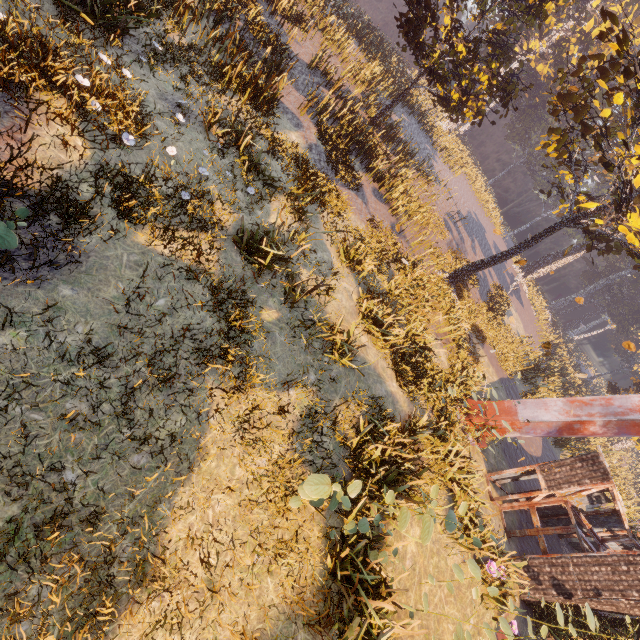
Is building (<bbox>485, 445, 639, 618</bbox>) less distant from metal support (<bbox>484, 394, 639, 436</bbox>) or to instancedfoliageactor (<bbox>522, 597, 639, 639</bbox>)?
instancedfoliageactor (<bbox>522, 597, 639, 639</bbox>)

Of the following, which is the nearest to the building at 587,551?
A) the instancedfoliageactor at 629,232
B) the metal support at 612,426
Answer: A: the instancedfoliageactor at 629,232

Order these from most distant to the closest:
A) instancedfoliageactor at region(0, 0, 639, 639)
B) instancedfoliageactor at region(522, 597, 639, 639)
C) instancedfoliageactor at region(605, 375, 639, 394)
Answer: instancedfoliageactor at region(605, 375, 639, 394) → instancedfoliageactor at region(522, 597, 639, 639) → instancedfoliageactor at region(0, 0, 639, 639)

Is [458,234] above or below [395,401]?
above

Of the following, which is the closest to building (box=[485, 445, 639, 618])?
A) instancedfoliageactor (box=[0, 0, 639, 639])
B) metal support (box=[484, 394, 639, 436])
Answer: instancedfoliageactor (box=[0, 0, 639, 639])

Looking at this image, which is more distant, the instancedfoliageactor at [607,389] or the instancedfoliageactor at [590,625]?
the instancedfoliageactor at [607,389]

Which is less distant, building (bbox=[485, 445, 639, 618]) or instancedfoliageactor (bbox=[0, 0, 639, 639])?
instancedfoliageactor (bbox=[0, 0, 639, 639])

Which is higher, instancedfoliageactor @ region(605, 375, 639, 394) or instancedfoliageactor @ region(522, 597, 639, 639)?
instancedfoliageactor @ region(605, 375, 639, 394)
